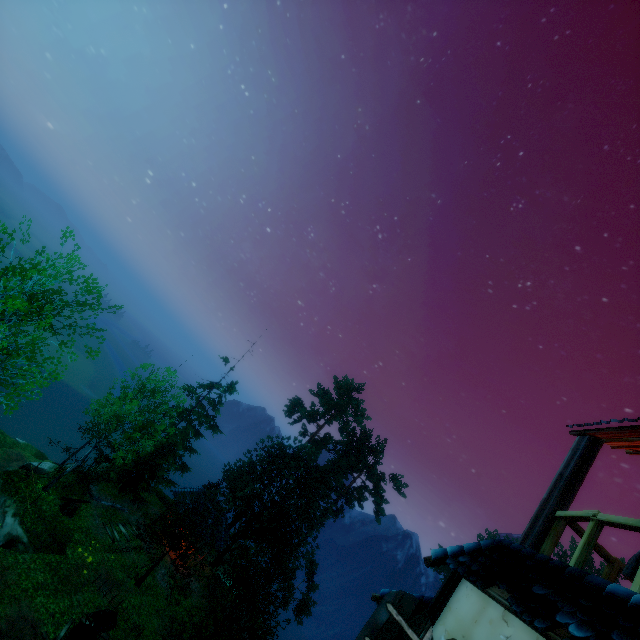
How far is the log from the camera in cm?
2123

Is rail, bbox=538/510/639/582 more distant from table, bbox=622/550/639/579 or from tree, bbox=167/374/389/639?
tree, bbox=167/374/389/639

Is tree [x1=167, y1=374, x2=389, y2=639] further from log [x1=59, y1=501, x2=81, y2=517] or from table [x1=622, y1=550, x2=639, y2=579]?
table [x1=622, y1=550, x2=639, y2=579]

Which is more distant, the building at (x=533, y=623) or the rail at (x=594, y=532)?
the rail at (x=594, y=532)

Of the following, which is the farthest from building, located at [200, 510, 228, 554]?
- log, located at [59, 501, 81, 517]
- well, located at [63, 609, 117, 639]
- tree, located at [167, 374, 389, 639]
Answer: well, located at [63, 609, 117, 639]

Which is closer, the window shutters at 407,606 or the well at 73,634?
the window shutters at 407,606

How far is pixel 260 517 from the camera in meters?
43.4

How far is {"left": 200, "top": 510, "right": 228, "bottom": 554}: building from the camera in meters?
27.9
